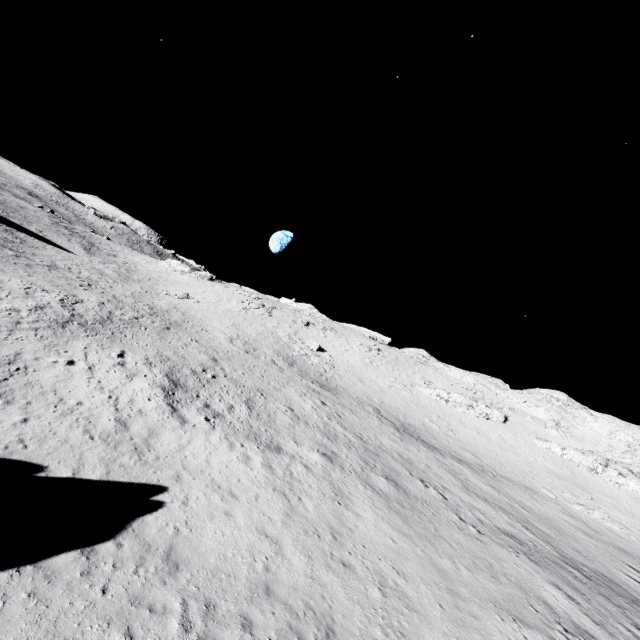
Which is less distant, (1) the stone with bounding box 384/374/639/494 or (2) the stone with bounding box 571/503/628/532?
(2) the stone with bounding box 571/503/628/532

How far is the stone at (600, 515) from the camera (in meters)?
28.27

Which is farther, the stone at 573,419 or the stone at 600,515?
the stone at 573,419

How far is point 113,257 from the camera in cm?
5528

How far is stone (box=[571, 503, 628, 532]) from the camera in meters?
28.3 m

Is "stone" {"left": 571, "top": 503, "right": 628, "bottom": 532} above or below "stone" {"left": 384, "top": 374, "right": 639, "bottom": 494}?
below
